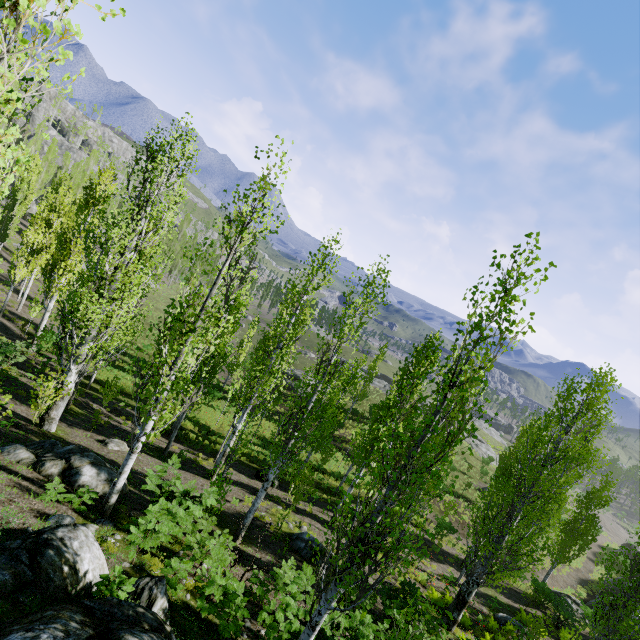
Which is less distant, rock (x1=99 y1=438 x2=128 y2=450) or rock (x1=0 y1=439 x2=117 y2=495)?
rock (x1=0 y1=439 x2=117 y2=495)

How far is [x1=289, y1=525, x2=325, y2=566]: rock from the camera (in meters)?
12.66

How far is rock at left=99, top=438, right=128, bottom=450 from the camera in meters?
14.1

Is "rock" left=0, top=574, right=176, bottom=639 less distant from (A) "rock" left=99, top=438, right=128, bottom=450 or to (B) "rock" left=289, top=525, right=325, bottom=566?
(B) "rock" left=289, top=525, right=325, bottom=566

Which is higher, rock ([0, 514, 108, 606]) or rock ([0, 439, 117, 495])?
rock ([0, 514, 108, 606])

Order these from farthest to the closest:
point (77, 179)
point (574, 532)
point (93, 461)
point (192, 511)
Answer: point (77, 179) < point (574, 532) < point (93, 461) < point (192, 511)

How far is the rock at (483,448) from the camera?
49.3m

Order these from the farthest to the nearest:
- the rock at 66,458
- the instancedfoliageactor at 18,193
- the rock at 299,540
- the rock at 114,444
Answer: the rock at 114,444
the rock at 299,540
the rock at 66,458
the instancedfoliageactor at 18,193
